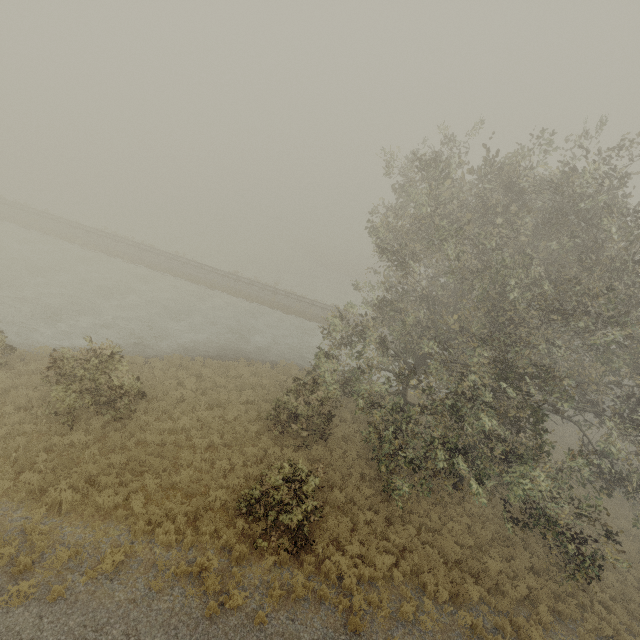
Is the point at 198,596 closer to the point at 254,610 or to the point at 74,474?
the point at 254,610
